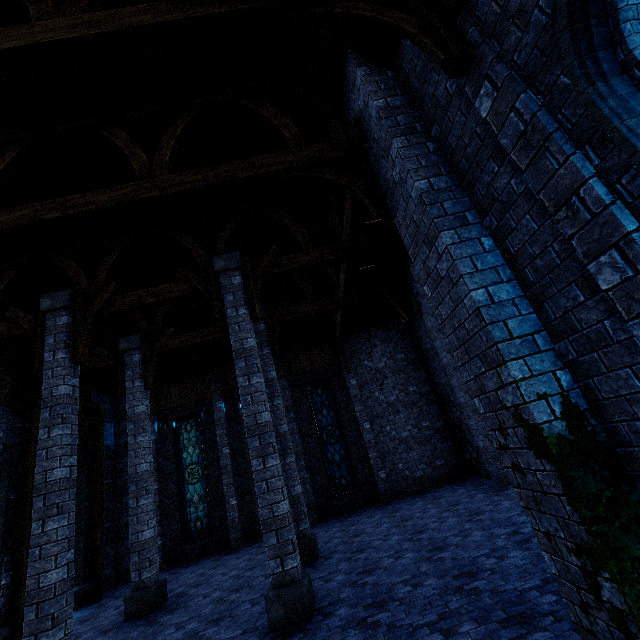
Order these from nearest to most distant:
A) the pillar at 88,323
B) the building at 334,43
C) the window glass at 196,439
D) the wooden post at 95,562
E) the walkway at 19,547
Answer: the building at 334,43, the pillar at 88,323, the walkway at 19,547, the wooden post at 95,562, the window glass at 196,439

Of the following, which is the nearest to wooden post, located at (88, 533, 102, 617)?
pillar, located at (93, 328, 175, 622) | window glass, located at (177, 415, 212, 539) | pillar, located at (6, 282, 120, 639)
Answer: pillar, located at (93, 328, 175, 622)

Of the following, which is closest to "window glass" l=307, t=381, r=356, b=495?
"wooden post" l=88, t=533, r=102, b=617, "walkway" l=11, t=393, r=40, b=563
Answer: "wooden post" l=88, t=533, r=102, b=617

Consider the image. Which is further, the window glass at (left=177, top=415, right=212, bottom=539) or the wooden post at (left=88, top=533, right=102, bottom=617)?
the window glass at (left=177, top=415, right=212, bottom=539)

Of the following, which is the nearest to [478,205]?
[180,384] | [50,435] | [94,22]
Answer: [94,22]

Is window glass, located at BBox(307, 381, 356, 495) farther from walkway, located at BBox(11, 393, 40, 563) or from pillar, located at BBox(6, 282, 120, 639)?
pillar, located at BBox(6, 282, 120, 639)

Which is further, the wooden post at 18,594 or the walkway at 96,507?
the walkway at 96,507

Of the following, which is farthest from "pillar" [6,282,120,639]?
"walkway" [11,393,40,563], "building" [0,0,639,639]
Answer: "walkway" [11,393,40,563]
